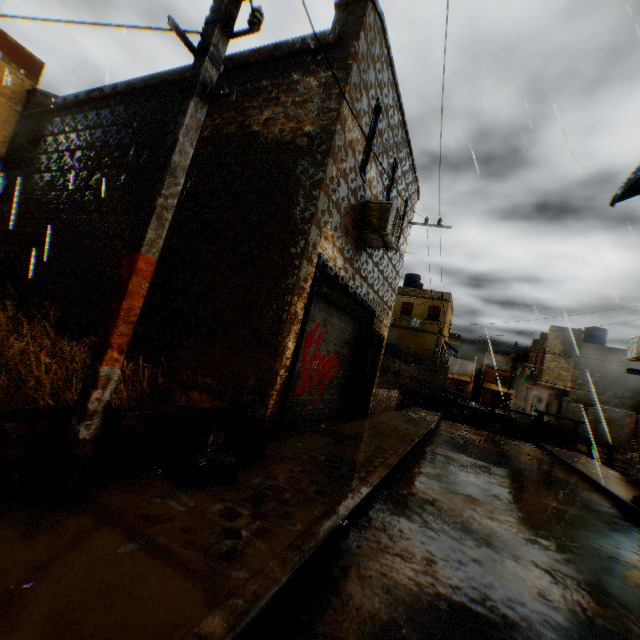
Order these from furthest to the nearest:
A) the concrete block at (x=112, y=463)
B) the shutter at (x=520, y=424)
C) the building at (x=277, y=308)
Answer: the shutter at (x=520, y=424), the building at (x=277, y=308), the concrete block at (x=112, y=463)

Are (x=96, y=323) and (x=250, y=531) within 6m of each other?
no

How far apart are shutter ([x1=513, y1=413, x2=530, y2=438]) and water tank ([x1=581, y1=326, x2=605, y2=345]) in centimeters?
1572cm

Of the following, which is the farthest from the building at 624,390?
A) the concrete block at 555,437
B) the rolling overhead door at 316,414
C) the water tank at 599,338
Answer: the water tank at 599,338

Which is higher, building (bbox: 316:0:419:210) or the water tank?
the water tank

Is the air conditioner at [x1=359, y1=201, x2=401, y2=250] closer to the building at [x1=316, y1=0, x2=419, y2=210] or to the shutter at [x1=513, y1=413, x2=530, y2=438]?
the building at [x1=316, y1=0, x2=419, y2=210]

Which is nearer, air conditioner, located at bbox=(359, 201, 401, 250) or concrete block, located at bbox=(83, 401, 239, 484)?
concrete block, located at bbox=(83, 401, 239, 484)

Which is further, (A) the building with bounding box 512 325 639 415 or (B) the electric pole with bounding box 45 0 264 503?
(A) the building with bounding box 512 325 639 415
